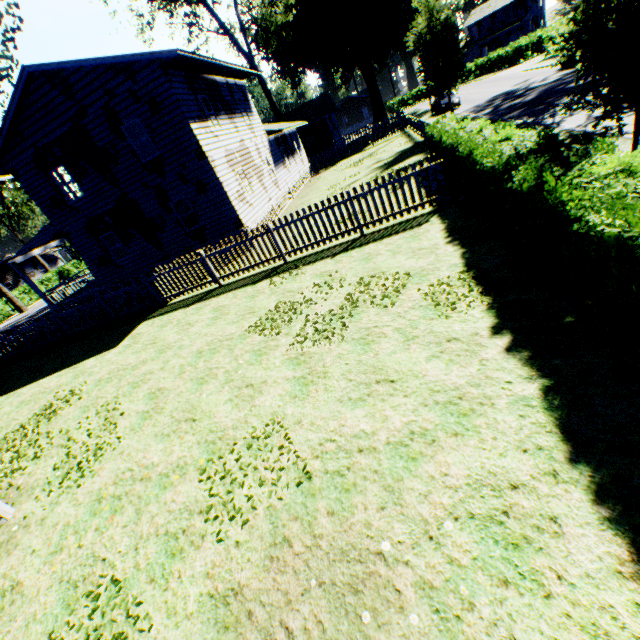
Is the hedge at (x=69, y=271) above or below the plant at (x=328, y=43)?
below

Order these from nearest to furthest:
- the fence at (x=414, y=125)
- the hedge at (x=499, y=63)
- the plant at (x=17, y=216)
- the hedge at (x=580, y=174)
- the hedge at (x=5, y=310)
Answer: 1. the hedge at (x=580, y=174)
2. the fence at (x=414, y=125)
3. the hedge at (x=499, y=63)
4. the hedge at (x=5, y=310)
5. the plant at (x=17, y=216)

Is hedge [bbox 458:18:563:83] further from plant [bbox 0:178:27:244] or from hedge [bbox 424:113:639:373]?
plant [bbox 0:178:27:244]

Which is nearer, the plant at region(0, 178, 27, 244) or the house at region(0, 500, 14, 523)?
the house at region(0, 500, 14, 523)

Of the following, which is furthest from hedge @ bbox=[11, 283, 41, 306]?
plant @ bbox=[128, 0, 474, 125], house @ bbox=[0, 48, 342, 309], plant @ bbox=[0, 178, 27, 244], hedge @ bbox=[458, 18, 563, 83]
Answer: hedge @ bbox=[458, 18, 563, 83]

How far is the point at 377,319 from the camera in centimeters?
671cm

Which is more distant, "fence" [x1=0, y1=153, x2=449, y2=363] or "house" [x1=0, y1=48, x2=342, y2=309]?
"house" [x1=0, y1=48, x2=342, y2=309]

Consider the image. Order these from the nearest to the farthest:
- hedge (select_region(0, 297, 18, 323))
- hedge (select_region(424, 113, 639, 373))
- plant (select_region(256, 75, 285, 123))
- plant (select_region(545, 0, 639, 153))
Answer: hedge (select_region(424, 113, 639, 373)) < plant (select_region(545, 0, 639, 153)) < plant (select_region(256, 75, 285, 123)) < hedge (select_region(0, 297, 18, 323))
